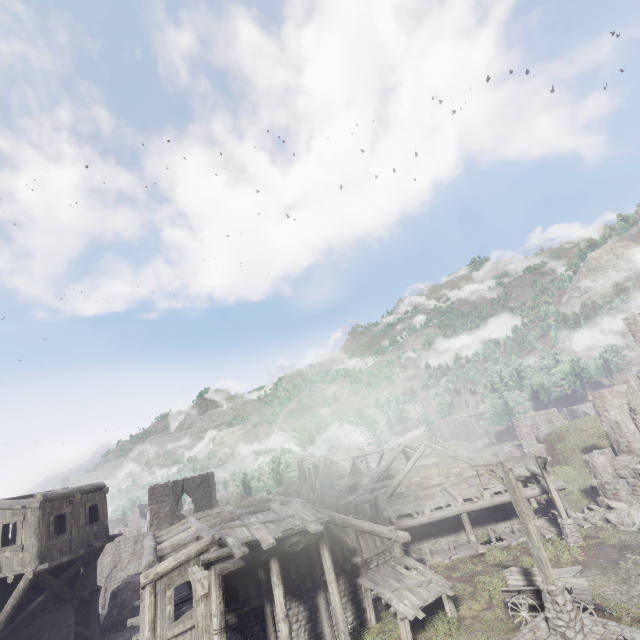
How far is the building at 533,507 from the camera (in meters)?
20.03

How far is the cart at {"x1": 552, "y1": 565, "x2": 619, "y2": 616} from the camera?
11.9 meters

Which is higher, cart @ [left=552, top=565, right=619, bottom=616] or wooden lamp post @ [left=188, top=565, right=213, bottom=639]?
wooden lamp post @ [left=188, top=565, right=213, bottom=639]

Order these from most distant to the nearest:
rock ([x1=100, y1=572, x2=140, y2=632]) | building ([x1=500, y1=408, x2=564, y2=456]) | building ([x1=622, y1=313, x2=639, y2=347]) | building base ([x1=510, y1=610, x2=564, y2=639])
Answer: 1. building ([x1=500, y1=408, x2=564, y2=456])
2. building ([x1=622, y1=313, x2=639, y2=347])
3. rock ([x1=100, y1=572, x2=140, y2=632])
4. building base ([x1=510, y1=610, x2=564, y2=639])

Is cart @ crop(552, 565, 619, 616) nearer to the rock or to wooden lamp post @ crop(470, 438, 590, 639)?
wooden lamp post @ crop(470, 438, 590, 639)

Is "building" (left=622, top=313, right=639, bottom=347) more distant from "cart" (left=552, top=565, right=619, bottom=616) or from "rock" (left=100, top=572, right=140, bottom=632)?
"cart" (left=552, top=565, right=619, bottom=616)

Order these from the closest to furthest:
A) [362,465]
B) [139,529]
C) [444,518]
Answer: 1. [444,518]
2. [139,529]
3. [362,465]

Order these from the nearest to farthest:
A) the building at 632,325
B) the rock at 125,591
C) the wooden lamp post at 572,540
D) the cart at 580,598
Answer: the cart at 580,598 → the wooden lamp post at 572,540 → the rock at 125,591 → the building at 632,325
